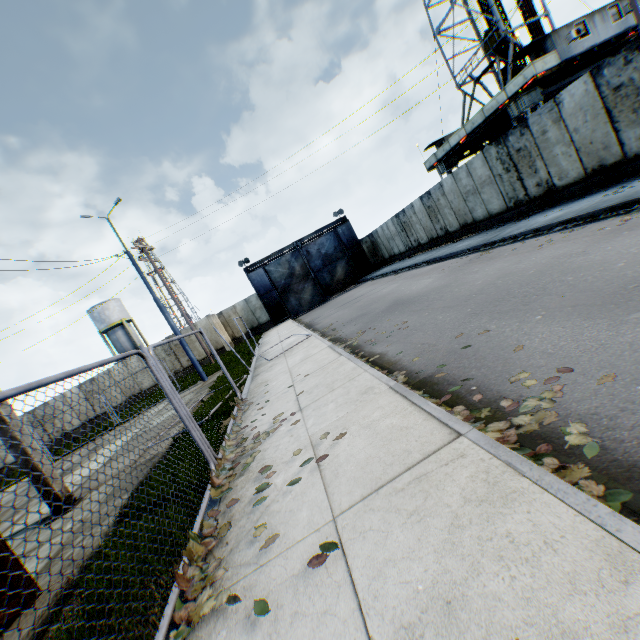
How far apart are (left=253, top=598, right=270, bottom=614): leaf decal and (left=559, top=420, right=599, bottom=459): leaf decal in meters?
1.7 m

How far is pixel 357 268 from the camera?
31.2 meters

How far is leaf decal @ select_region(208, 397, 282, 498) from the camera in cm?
414

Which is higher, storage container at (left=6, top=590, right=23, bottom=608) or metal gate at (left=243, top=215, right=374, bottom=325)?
metal gate at (left=243, top=215, right=374, bottom=325)

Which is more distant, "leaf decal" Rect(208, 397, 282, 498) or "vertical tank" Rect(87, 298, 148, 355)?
"vertical tank" Rect(87, 298, 148, 355)

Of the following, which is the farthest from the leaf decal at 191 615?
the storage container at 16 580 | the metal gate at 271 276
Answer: the metal gate at 271 276

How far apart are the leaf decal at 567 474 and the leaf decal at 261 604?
1.70m

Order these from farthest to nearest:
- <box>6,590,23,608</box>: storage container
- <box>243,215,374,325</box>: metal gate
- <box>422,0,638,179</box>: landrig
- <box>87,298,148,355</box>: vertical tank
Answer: <box>87,298,148,355</box>: vertical tank
<box>243,215,374,325</box>: metal gate
<box>422,0,638,179</box>: landrig
<box>6,590,23,608</box>: storage container
